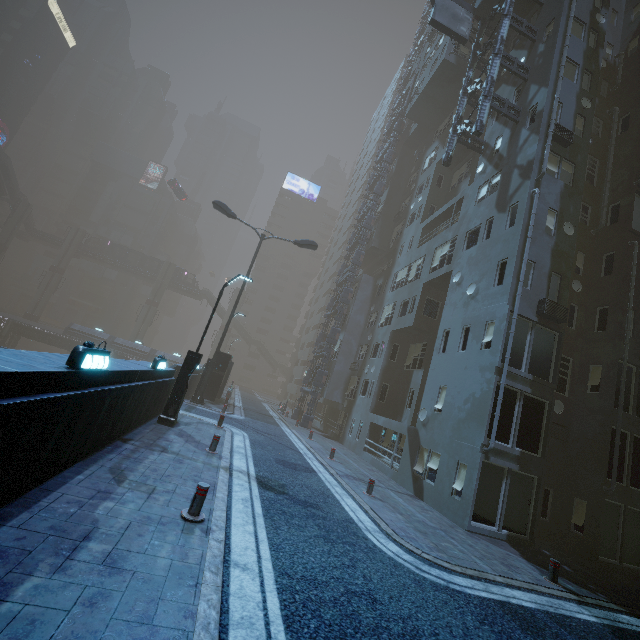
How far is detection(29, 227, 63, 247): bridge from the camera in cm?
5819

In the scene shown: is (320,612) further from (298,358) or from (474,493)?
(298,358)

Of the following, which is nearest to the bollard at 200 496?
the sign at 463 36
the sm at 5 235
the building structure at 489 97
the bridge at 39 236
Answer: the building structure at 489 97

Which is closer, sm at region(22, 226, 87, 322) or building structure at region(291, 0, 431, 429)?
building structure at region(291, 0, 431, 429)

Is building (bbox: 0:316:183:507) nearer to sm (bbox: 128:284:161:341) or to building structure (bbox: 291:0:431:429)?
building structure (bbox: 291:0:431:429)

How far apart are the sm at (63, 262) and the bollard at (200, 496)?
66.4m

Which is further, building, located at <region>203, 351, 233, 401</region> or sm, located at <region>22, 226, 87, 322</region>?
sm, located at <region>22, 226, 87, 322</region>

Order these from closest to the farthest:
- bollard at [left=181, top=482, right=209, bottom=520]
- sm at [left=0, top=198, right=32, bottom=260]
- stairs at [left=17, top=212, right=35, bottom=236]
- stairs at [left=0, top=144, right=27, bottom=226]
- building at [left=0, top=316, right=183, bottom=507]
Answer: building at [left=0, top=316, right=183, bottom=507]
bollard at [left=181, top=482, right=209, bottom=520]
stairs at [left=0, top=144, right=27, bottom=226]
sm at [left=0, top=198, right=32, bottom=260]
stairs at [left=17, top=212, right=35, bottom=236]
